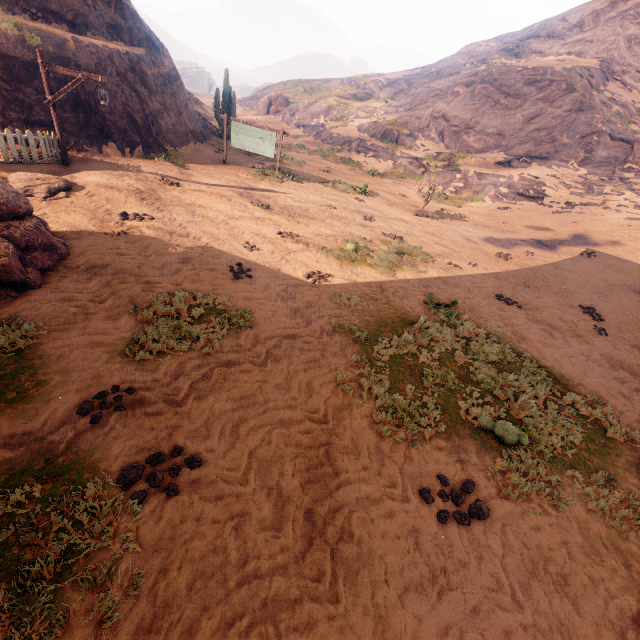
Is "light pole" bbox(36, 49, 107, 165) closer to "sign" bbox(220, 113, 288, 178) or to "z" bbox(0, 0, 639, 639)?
"z" bbox(0, 0, 639, 639)

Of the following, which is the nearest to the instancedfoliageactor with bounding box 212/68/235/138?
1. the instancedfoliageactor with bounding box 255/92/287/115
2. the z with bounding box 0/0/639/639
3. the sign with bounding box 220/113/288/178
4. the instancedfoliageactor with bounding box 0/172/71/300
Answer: the z with bounding box 0/0/639/639

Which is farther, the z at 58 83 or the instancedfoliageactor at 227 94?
the instancedfoliageactor at 227 94

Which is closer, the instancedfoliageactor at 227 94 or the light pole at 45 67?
the light pole at 45 67

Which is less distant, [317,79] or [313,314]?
[313,314]

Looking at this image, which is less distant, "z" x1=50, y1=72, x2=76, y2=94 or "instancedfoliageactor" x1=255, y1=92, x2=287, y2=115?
"z" x1=50, y1=72, x2=76, y2=94

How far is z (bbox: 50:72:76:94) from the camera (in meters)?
11.78

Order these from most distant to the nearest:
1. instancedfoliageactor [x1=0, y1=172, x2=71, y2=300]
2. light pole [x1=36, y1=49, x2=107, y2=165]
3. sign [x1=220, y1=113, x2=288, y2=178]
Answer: sign [x1=220, y1=113, x2=288, y2=178] < light pole [x1=36, y1=49, x2=107, y2=165] < instancedfoliageactor [x1=0, y1=172, x2=71, y2=300]
